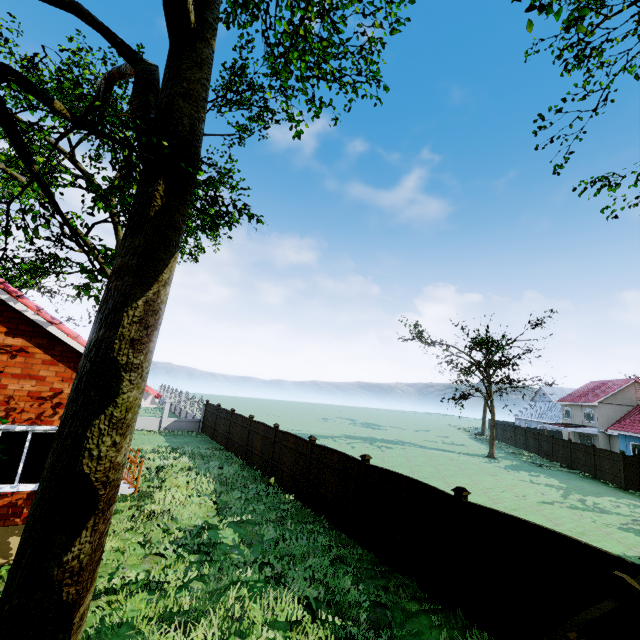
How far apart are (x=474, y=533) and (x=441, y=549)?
1.04m

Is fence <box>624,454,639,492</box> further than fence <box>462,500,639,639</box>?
Yes

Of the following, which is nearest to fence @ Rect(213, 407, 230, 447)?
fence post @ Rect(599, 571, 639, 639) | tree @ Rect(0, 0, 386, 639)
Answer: Result: fence post @ Rect(599, 571, 639, 639)

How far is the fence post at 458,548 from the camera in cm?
690

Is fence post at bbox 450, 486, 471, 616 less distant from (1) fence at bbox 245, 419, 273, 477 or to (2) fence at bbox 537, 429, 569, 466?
(1) fence at bbox 245, 419, 273, 477

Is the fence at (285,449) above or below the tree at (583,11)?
below

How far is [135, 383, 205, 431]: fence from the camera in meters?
24.4
